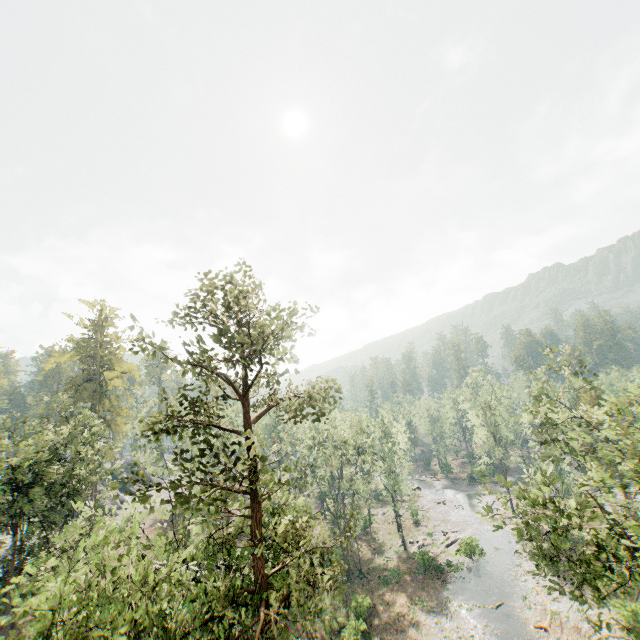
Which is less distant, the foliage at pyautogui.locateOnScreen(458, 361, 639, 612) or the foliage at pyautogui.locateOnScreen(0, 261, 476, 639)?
the foliage at pyautogui.locateOnScreen(0, 261, 476, 639)

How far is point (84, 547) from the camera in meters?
16.6

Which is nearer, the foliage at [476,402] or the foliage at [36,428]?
the foliage at [36,428]
